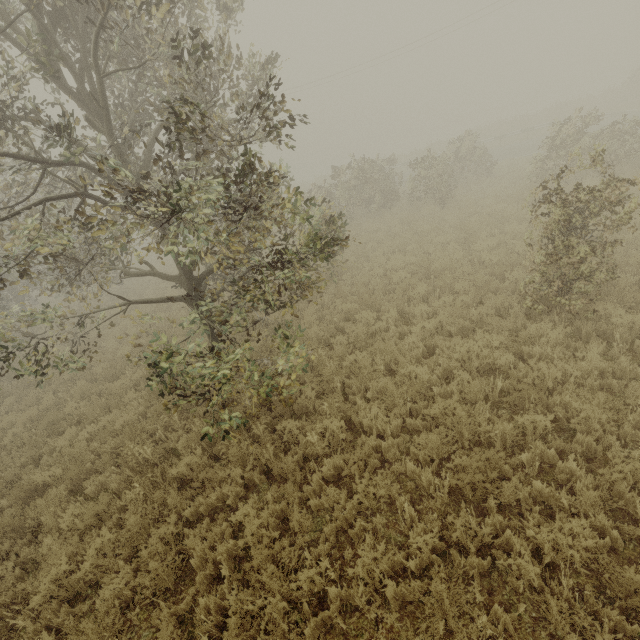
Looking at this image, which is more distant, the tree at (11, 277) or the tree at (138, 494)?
the tree at (138, 494)

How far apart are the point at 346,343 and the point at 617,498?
5.7 meters

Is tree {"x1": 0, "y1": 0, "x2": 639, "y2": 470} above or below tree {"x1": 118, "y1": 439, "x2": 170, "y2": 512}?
above

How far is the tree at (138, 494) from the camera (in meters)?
5.66

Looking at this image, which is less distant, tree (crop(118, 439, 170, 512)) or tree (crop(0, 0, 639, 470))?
tree (crop(0, 0, 639, 470))

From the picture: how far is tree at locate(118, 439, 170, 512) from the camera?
5.66m
